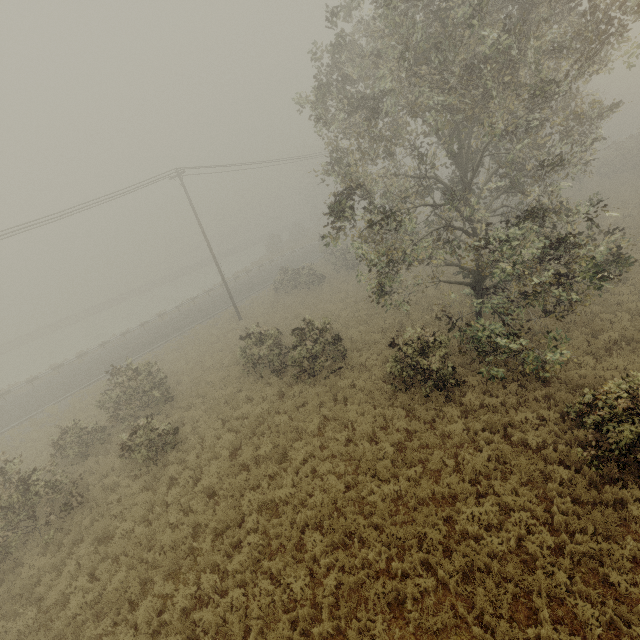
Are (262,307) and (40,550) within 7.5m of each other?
no
